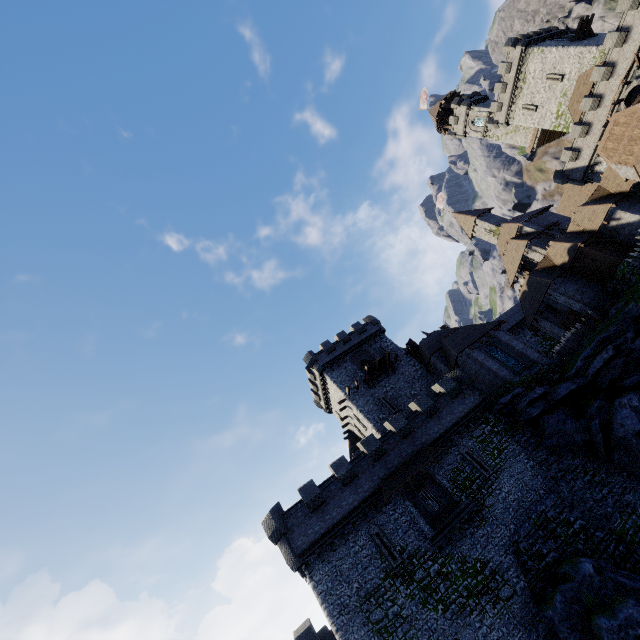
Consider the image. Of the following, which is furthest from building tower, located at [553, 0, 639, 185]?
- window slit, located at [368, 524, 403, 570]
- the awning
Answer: window slit, located at [368, 524, 403, 570]

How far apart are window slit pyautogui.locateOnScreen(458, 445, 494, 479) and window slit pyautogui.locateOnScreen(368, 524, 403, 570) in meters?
8.3 m

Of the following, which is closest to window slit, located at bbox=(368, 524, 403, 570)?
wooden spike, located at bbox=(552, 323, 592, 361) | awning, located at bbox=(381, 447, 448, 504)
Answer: awning, located at bbox=(381, 447, 448, 504)

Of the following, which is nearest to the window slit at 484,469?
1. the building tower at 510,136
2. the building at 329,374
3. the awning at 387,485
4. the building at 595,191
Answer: the awning at 387,485

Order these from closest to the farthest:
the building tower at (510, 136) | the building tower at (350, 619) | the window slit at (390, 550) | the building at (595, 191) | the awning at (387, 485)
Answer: the building tower at (350, 619) < the window slit at (390, 550) < the awning at (387, 485) < the building at (595, 191) < the building tower at (510, 136)

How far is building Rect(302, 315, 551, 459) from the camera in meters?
31.4 m

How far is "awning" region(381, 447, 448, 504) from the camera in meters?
23.1 m

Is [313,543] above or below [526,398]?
above
